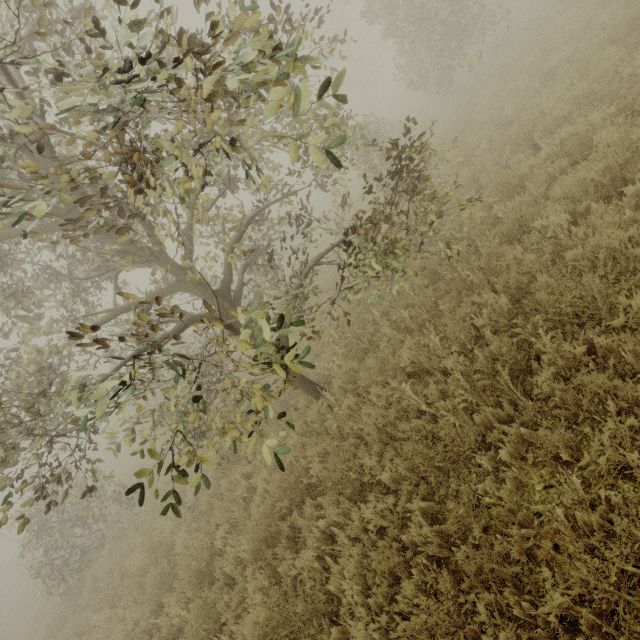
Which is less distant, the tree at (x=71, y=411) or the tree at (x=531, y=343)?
the tree at (x=71, y=411)

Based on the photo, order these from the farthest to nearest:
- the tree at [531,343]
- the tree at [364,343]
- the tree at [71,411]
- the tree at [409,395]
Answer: the tree at [364,343] < the tree at [409,395] < the tree at [531,343] < the tree at [71,411]

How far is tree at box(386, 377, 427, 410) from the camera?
4.37m

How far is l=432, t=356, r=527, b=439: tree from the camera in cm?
361

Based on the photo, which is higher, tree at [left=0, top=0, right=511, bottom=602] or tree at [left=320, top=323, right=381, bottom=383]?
tree at [left=0, top=0, right=511, bottom=602]

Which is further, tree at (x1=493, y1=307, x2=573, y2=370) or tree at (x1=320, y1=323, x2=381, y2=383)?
tree at (x1=320, y1=323, x2=381, y2=383)

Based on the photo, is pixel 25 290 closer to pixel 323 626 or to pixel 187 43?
pixel 187 43
